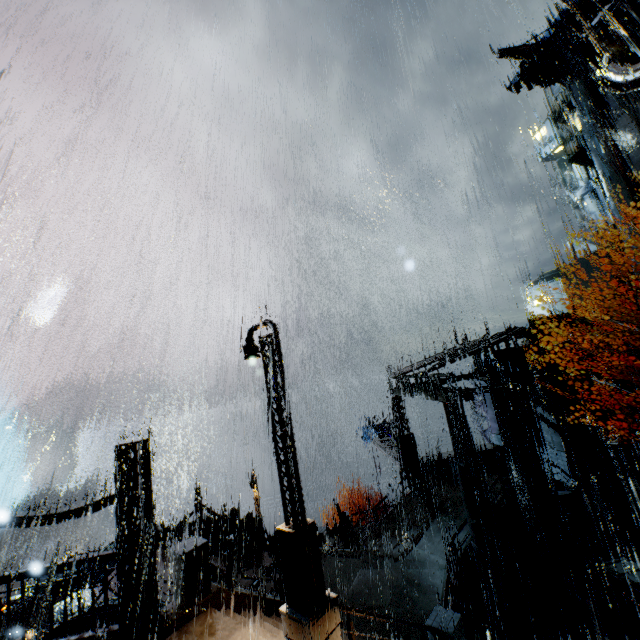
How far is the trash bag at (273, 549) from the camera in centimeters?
1775cm

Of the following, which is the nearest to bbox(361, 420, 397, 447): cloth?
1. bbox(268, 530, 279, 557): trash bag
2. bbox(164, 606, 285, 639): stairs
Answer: bbox(268, 530, 279, 557): trash bag

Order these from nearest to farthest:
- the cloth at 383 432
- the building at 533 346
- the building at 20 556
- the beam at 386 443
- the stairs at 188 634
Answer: the stairs at 188 634, the building at 533 346, the beam at 386 443, the cloth at 383 432, the building at 20 556

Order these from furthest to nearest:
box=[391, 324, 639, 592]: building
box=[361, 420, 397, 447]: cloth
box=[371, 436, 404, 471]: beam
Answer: box=[361, 420, 397, 447]: cloth
box=[371, 436, 404, 471]: beam
box=[391, 324, 639, 592]: building

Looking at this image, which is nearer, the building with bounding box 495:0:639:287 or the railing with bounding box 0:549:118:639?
the railing with bounding box 0:549:118:639

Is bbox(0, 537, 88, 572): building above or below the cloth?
below

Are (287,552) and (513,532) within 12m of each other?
no

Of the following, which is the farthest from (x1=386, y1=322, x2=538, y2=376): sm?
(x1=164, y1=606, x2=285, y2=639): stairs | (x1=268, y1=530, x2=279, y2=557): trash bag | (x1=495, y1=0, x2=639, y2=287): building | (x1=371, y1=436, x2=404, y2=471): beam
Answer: (x1=268, y1=530, x2=279, y2=557): trash bag
